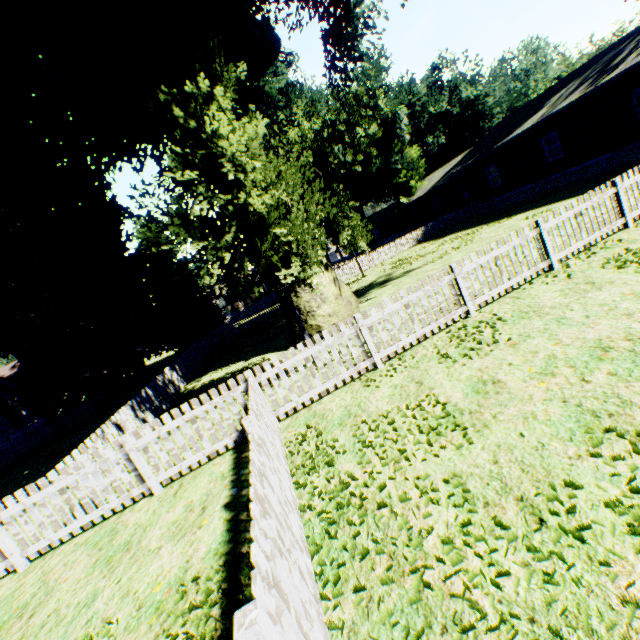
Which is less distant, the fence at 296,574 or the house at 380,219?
the fence at 296,574

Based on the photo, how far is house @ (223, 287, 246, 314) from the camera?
55.2 meters

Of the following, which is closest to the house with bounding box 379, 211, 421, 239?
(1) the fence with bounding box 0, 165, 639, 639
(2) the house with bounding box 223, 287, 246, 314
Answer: (1) the fence with bounding box 0, 165, 639, 639

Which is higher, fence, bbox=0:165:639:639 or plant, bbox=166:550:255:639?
fence, bbox=0:165:639:639

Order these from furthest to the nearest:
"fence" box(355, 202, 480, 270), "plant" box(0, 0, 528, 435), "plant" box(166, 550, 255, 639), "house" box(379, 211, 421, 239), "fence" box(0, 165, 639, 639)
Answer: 1. "house" box(379, 211, 421, 239)
2. "fence" box(355, 202, 480, 270)
3. "plant" box(0, 0, 528, 435)
4. "plant" box(166, 550, 255, 639)
5. "fence" box(0, 165, 639, 639)

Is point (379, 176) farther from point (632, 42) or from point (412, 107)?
point (632, 42)

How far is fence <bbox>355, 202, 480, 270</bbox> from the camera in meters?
29.9

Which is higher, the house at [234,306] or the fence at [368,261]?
the house at [234,306]
